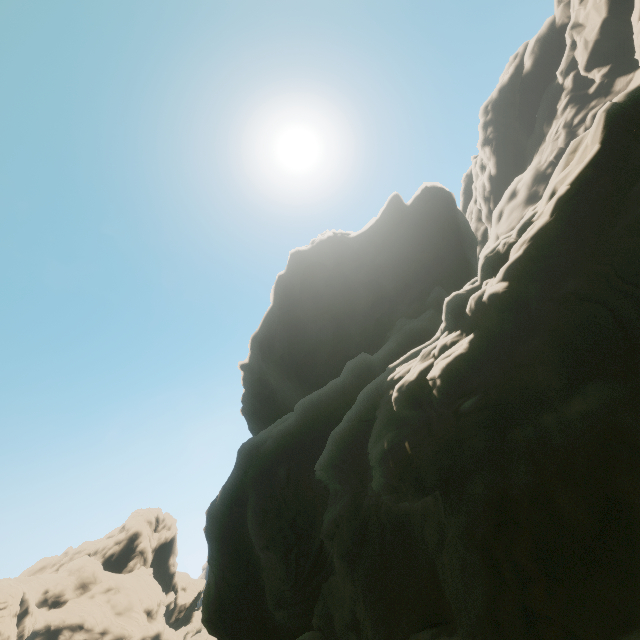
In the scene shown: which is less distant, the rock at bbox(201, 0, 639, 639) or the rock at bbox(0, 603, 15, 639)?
the rock at bbox(201, 0, 639, 639)

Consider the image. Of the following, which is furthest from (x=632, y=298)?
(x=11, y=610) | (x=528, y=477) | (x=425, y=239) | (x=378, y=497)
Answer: (x=11, y=610)

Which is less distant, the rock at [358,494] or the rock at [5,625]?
the rock at [358,494]
